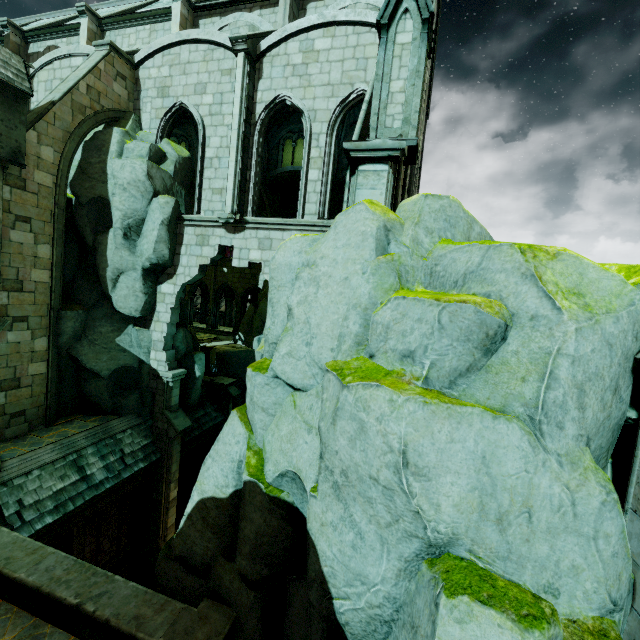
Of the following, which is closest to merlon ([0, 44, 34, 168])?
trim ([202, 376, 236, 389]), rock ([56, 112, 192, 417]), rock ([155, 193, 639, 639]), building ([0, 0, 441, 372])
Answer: rock ([56, 112, 192, 417])

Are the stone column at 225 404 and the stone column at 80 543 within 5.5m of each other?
no

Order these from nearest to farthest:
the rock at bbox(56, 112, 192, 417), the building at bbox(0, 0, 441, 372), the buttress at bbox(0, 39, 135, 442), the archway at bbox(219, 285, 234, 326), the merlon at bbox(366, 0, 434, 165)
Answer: the merlon at bbox(366, 0, 434, 165) < the buttress at bbox(0, 39, 135, 442) < the building at bbox(0, 0, 441, 372) < the rock at bbox(56, 112, 192, 417) < the archway at bbox(219, 285, 234, 326)

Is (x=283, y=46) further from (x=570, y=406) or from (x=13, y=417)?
(x=13, y=417)

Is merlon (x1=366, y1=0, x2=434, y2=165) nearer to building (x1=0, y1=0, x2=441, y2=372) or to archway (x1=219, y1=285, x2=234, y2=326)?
building (x1=0, y1=0, x2=441, y2=372)

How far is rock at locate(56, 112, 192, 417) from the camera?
12.2m

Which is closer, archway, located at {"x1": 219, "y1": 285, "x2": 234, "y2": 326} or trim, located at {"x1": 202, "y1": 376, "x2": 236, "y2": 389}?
trim, located at {"x1": 202, "y1": 376, "x2": 236, "y2": 389}

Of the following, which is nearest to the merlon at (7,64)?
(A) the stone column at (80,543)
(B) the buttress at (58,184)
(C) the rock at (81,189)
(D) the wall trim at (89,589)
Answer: (B) the buttress at (58,184)
